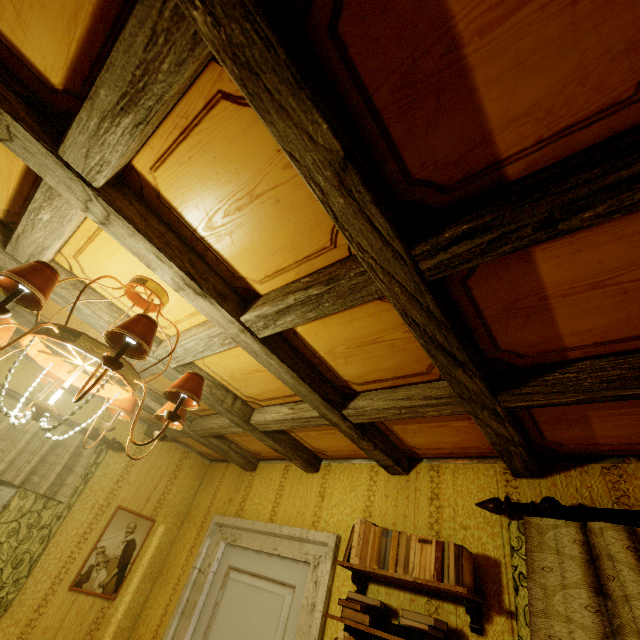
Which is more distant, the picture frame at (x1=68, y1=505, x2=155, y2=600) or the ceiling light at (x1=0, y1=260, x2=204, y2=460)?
the picture frame at (x1=68, y1=505, x2=155, y2=600)

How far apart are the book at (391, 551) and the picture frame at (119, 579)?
2.26m

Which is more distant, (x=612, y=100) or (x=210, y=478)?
(x=210, y=478)

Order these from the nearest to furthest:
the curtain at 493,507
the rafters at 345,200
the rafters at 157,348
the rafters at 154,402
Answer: the rafters at 345,200 < the curtain at 493,507 < the rafters at 157,348 < the rafters at 154,402

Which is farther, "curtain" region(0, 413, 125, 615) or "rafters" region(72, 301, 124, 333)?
"curtain" region(0, 413, 125, 615)

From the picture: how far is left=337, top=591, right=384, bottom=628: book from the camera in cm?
172

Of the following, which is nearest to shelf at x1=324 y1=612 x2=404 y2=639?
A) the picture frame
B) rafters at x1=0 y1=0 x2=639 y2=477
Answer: rafters at x1=0 y1=0 x2=639 y2=477

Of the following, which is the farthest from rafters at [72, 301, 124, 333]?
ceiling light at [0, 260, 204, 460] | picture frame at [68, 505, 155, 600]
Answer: picture frame at [68, 505, 155, 600]
